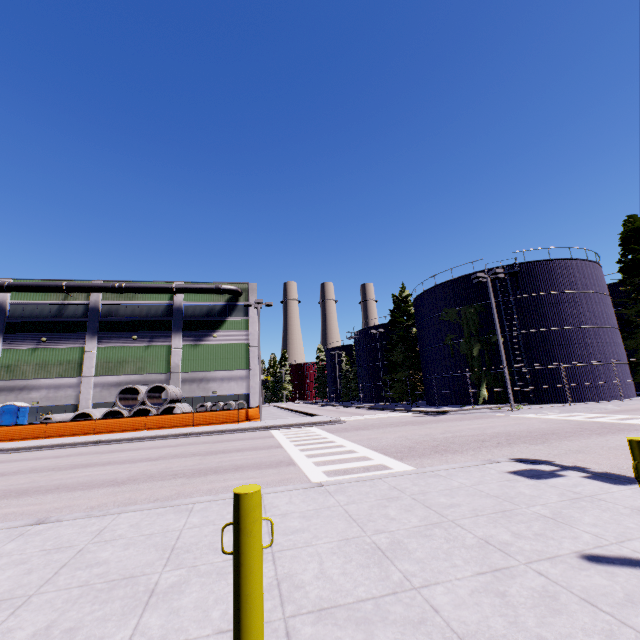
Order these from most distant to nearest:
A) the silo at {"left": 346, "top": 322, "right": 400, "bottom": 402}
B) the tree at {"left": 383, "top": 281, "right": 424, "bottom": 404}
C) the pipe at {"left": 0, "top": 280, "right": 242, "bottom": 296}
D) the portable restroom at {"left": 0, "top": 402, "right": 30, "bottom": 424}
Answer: the silo at {"left": 346, "top": 322, "right": 400, "bottom": 402}, the tree at {"left": 383, "top": 281, "right": 424, "bottom": 404}, the pipe at {"left": 0, "top": 280, "right": 242, "bottom": 296}, the portable restroom at {"left": 0, "top": 402, "right": 30, "bottom": 424}

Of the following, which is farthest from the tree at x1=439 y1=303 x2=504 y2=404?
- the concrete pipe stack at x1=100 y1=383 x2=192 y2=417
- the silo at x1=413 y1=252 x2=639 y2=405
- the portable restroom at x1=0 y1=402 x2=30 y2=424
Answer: the portable restroom at x1=0 y1=402 x2=30 y2=424

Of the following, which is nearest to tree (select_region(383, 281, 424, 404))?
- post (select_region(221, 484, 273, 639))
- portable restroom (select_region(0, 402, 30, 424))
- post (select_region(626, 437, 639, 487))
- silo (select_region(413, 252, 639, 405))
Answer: silo (select_region(413, 252, 639, 405))

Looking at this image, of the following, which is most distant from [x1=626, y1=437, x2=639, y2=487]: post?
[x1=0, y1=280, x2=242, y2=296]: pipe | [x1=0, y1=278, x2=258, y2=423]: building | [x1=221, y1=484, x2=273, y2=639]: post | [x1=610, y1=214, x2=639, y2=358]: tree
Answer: [x1=0, y1=280, x2=242, y2=296]: pipe

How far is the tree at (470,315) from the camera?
27.7m

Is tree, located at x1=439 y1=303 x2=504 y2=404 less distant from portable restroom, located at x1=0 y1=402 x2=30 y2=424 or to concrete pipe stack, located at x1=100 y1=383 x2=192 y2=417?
concrete pipe stack, located at x1=100 y1=383 x2=192 y2=417

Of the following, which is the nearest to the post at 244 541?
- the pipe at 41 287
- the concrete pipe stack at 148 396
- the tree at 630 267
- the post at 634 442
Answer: the post at 634 442

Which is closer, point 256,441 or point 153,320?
point 256,441
